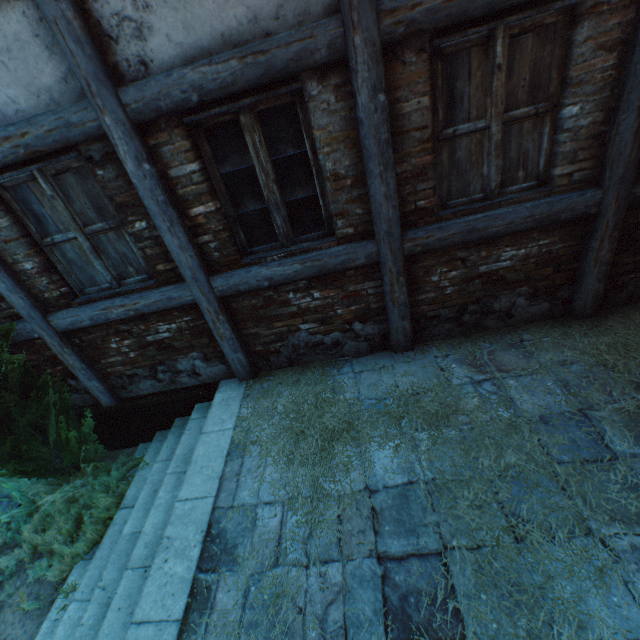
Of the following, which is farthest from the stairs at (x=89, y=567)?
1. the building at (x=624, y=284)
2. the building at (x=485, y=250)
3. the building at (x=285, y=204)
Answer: the building at (x=624, y=284)

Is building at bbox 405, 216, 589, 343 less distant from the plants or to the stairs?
the stairs

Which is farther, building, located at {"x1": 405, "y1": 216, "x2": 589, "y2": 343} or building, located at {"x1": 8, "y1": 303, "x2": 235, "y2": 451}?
building, located at {"x1": 8, "y1": 303, "x2": 235, "y2": 451}

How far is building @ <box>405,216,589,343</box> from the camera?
3.2 meters

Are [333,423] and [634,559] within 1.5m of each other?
no

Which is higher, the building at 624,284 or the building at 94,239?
the building at 94,239

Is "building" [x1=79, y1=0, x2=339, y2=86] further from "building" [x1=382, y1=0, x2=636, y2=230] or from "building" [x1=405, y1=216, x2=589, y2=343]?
"building" [x1=405, y1=216, x2=589, y2=343]

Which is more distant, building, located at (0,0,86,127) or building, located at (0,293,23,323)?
building, located at (0,293,23,323)
